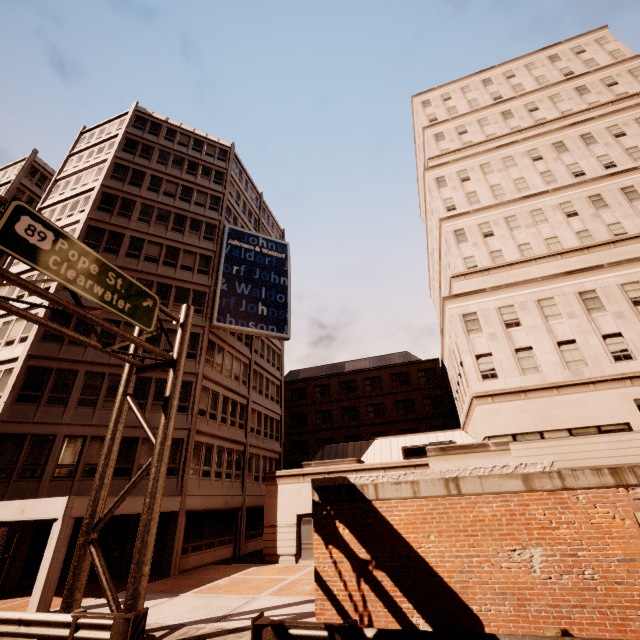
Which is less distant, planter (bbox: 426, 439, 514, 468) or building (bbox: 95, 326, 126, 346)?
planter (bbox: 426, 439, 514, 468)

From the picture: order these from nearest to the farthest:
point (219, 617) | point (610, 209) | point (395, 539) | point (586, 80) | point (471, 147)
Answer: point (395, 539) < point (219, 617) < point (610, 209) < point (471, 147) < point (586, 80)

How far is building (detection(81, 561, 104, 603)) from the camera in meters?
13.5

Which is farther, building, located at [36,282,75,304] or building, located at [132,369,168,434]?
building, located at [36,282,75,304]

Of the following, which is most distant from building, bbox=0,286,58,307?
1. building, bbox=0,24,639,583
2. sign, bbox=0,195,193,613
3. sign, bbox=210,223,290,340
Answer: sign, bbox=0,195,193,613

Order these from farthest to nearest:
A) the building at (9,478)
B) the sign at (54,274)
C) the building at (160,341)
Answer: the building at (160,341), the building at (9,478), the sign at (54,274)

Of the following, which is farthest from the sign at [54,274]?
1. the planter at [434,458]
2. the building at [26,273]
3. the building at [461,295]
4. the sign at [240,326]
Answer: the building at [461,295]
